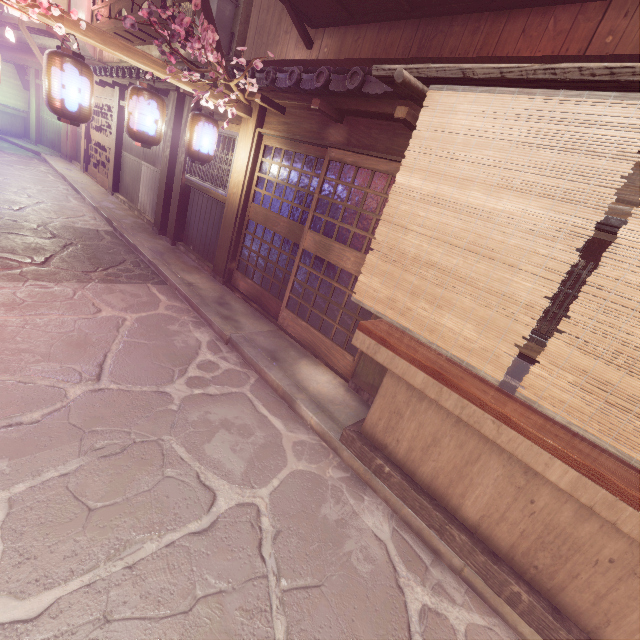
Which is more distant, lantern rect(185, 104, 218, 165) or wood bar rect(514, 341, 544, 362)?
lantern rect(185, 104, 218, 165)

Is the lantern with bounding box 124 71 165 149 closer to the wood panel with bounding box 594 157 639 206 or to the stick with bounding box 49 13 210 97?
the stick with bounding box 49 13 210 97

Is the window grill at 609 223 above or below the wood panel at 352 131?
below

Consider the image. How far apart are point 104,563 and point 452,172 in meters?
6.1

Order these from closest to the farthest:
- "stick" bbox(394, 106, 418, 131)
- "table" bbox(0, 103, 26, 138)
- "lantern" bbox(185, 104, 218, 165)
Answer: "stick" bbox(394, 106, 418, 131), "lantern" bbox(185, 104, 218, 165), "table" bbox(0, 103, 26, 138)

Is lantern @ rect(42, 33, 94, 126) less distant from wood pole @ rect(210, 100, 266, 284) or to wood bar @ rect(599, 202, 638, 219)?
wood pole @ rect(210, 100, 266, 284)

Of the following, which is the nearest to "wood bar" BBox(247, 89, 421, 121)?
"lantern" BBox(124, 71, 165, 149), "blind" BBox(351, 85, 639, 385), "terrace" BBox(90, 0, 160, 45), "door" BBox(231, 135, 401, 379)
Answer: "door" BBox(231, 135, 401, 379)

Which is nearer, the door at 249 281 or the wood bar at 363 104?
the wood bar at 363 104
